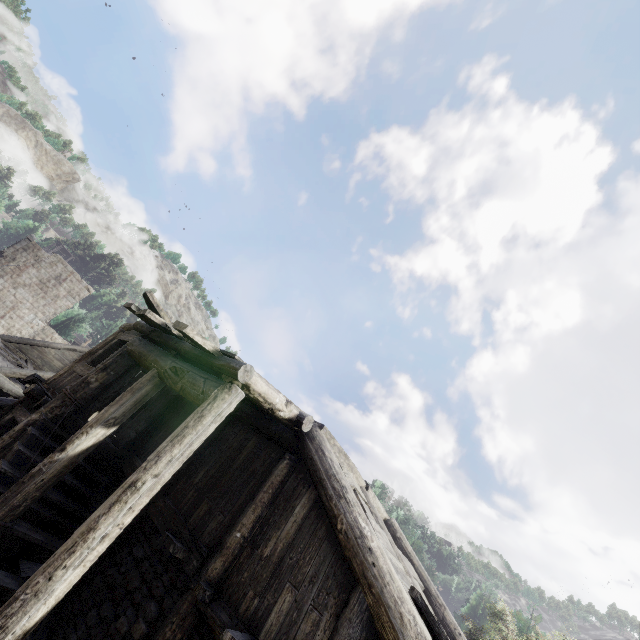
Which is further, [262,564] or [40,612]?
[262,564]
